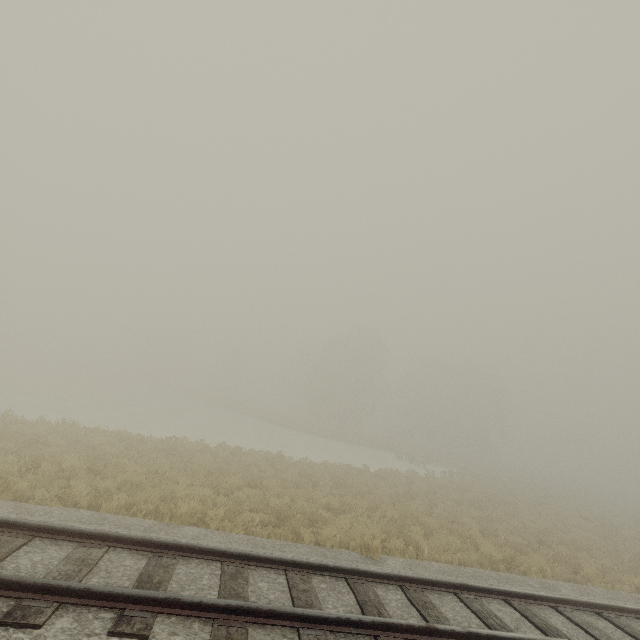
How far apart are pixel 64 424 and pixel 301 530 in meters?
12.8 m
